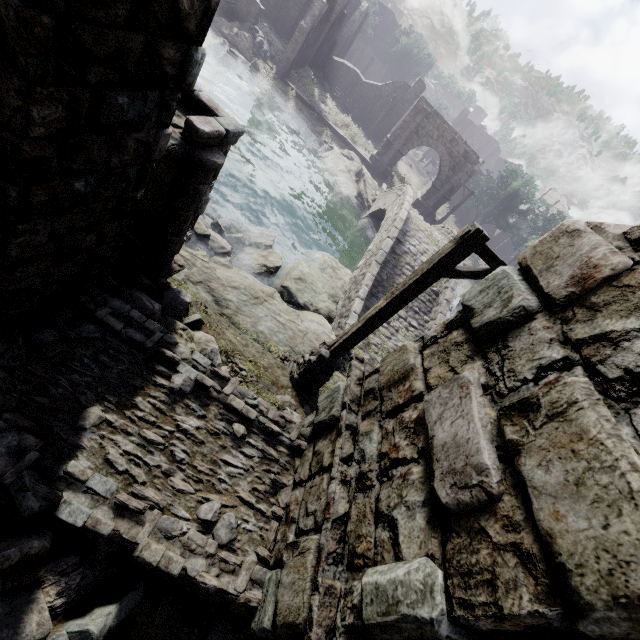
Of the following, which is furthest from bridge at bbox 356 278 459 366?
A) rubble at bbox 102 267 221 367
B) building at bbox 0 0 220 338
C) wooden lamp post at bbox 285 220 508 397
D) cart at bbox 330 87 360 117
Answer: cart at bbox 330 87 360 117

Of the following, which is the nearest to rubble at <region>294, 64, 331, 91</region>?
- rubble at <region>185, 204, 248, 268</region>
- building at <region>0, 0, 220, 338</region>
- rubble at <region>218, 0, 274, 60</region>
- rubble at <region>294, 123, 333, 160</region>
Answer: building at <region>0, 0, 220, 338</region>

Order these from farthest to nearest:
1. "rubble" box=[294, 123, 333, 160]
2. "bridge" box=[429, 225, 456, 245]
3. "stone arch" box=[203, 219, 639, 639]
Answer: "rubble" box=[294, 123, 333, 160] < "bridge" box=[429, 225, 456, 245] < "stone arch" box=[203, 219, 639, 639]

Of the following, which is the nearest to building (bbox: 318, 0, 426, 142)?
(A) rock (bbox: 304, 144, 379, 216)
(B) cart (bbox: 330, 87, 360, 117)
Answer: (B) cart (bbox: 330, 87, 360, 117)

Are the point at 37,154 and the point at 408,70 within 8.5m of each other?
no

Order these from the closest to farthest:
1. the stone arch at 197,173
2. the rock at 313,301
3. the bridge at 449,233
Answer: the stone arch at 197,173 < the rock at 313,301 < the bridge at 449,233

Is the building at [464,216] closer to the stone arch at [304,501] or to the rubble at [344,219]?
the stone arch at [304,501]

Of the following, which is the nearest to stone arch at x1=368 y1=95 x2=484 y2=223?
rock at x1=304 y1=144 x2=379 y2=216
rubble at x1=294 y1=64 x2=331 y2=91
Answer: rock at x1=304 y1=144 x2=379 y2=216
